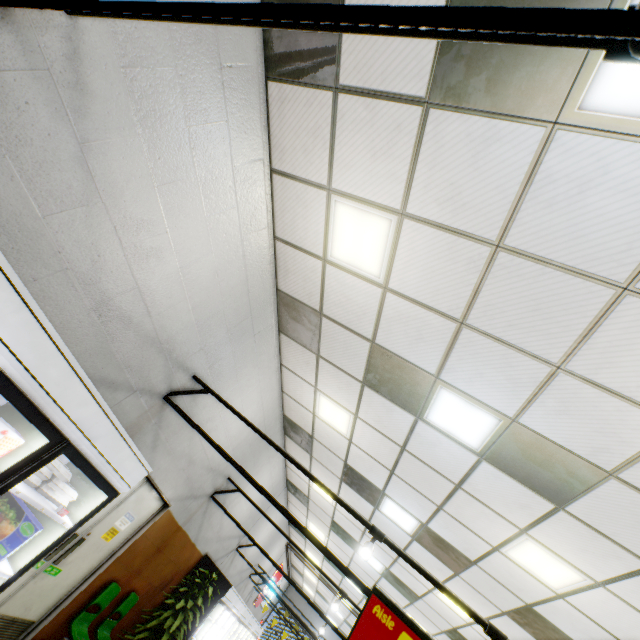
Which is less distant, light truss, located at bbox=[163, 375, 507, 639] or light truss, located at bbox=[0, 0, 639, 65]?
light truss, located at bbox=[0, 0, 639, 65]

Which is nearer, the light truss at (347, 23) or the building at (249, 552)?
the light truss at (347, 23)

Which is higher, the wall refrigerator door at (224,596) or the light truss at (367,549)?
the light truss at (367,549)

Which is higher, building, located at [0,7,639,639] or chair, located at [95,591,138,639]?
building, located at [0,7,639,639]

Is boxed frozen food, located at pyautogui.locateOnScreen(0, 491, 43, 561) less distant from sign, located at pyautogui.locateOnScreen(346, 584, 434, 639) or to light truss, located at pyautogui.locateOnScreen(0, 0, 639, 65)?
light truss, located at pyautogui.locateOnScreen(0, 0, 639, 65)

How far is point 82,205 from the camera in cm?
251

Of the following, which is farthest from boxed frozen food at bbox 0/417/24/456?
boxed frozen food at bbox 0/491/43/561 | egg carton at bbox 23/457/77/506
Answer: boxed frozen food at bbox 0/491/43/561

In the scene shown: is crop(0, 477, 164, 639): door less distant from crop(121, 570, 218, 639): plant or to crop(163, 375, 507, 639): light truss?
crop(163, 375, 507, 639): light truss
